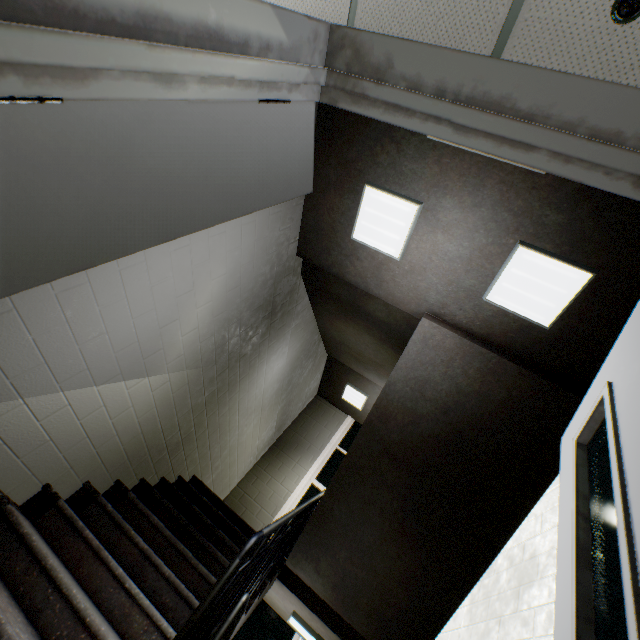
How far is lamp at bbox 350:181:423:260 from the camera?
2.6m

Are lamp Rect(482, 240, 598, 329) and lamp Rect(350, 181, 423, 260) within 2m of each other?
yes

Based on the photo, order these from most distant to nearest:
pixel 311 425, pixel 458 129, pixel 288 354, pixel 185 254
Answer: pixel 311 425
pixel 288 354
pixel 185 254
pixel 458 129

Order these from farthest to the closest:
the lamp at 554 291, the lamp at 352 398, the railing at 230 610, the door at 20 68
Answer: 1. the lamp at 352 398
2. the lamp at 554 291
3. the railing at 230 610
4. the door at 20 68

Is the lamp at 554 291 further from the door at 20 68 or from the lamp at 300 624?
the lamp at 300 624

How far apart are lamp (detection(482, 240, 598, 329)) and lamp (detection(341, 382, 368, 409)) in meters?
4.3 m

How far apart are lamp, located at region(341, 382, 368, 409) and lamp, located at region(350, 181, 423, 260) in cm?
426

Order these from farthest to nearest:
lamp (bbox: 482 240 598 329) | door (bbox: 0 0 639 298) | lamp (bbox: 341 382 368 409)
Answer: lamp (bbox: 341 382 368 409), lamp (bbox: 482 240 598 329), door (bbox: 0 0 639 298)
